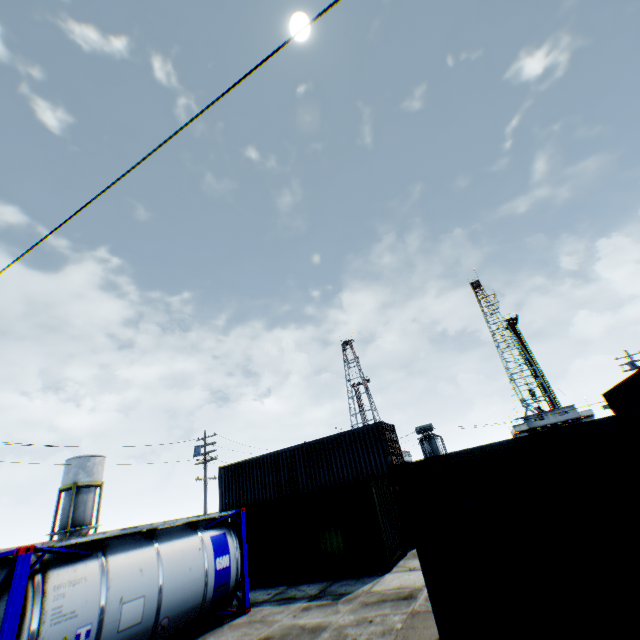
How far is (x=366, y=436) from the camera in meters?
18.4 m

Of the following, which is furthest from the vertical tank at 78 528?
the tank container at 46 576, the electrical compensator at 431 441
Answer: the electrical compensator at 431 441

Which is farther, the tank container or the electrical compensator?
the electrical compensator

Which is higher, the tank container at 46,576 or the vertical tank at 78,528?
the vertical tank at 78,528

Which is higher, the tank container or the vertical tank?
the vertical tank

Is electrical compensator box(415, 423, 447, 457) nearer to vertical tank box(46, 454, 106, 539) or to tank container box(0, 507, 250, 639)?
tank container box(0, 507, 250, 639)

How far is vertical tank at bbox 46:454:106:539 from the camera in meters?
35.7 m

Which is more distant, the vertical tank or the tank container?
the vertical tank
